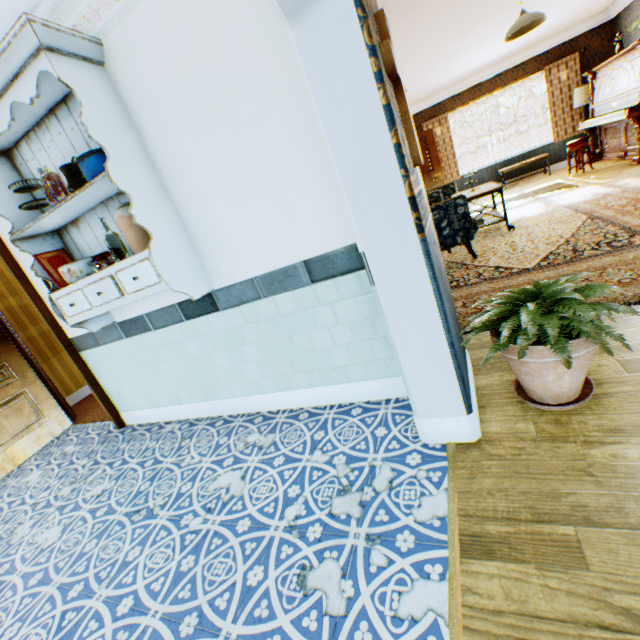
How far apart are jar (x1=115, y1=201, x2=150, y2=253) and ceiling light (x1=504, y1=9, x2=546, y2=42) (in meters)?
5.29

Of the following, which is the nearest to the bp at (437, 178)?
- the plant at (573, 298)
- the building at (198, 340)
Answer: the building at (198, 340)

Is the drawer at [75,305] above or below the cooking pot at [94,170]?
below

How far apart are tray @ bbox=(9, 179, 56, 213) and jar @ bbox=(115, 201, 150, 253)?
0.8 meters

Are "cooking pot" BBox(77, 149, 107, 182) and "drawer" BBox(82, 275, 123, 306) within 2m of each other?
yes

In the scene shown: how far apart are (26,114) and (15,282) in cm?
396

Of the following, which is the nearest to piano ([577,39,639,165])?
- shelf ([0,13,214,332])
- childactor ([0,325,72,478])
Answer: shelf ([0,13,214,332])

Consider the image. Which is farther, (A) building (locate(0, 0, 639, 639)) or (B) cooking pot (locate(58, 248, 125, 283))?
(B) cooking pot (locate(58, 248, 125, 283))
